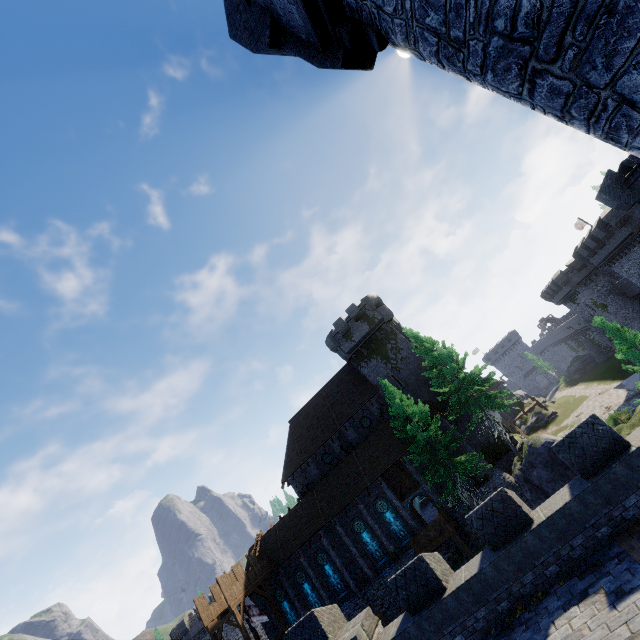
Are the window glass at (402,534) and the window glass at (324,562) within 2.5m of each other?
no

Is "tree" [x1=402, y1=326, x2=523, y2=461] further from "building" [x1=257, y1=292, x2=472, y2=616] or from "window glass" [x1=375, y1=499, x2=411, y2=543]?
"window glass" [x1=375, y1=499, x2=411, y2=543]

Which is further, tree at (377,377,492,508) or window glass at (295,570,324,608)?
window glass at (295,570,324,608)

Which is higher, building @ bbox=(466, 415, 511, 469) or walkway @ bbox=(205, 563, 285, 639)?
walkway @ bbox=(205, 563, 285, 639)

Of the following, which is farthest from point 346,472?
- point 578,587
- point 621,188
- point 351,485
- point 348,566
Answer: point 621,188

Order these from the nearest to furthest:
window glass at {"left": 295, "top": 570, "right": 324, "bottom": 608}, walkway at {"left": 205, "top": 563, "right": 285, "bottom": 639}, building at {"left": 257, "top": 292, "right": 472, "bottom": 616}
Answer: walkway at {"left": 205, "top": 563, "right": 285, "bottom": 639} < building at {"left": 257, "top": 292, "right": 472, "bottom": 616} < window glass at {"left": 295, "top": 570, "right": 324, "bottom": 608}

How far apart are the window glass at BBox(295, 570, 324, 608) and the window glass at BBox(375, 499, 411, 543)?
9.5m

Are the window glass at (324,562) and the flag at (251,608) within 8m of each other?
yes
